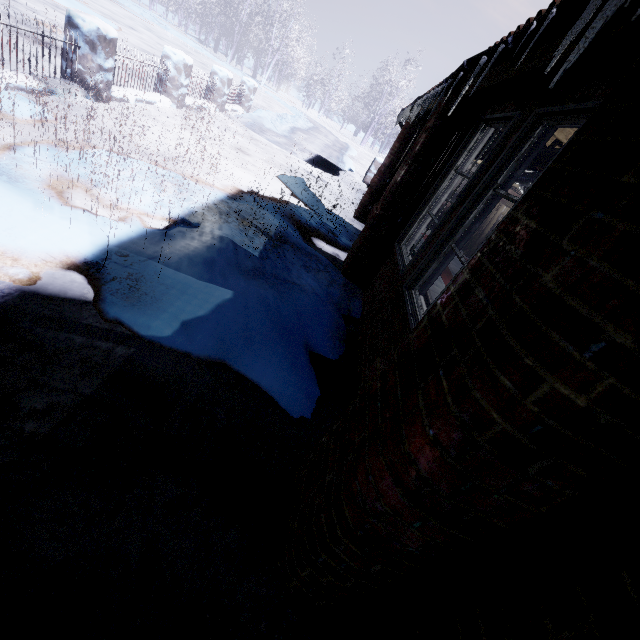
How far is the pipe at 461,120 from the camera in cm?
289

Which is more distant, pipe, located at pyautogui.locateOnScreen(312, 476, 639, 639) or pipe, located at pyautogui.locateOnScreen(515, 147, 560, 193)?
pipe, located at pyautogui.locateOnScreen(515, 147, 560, 193)

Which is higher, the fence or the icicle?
the icicle

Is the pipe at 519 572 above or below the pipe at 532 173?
below

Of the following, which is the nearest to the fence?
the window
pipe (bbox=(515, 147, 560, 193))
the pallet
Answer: the window

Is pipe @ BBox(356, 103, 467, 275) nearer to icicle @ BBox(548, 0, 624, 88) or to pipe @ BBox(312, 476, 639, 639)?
icicle @ BBox(548, 0, 624, 88)

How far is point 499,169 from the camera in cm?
196

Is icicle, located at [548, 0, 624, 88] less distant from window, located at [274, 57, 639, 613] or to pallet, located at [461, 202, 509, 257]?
window, located at [274, 57, 639, 613]
